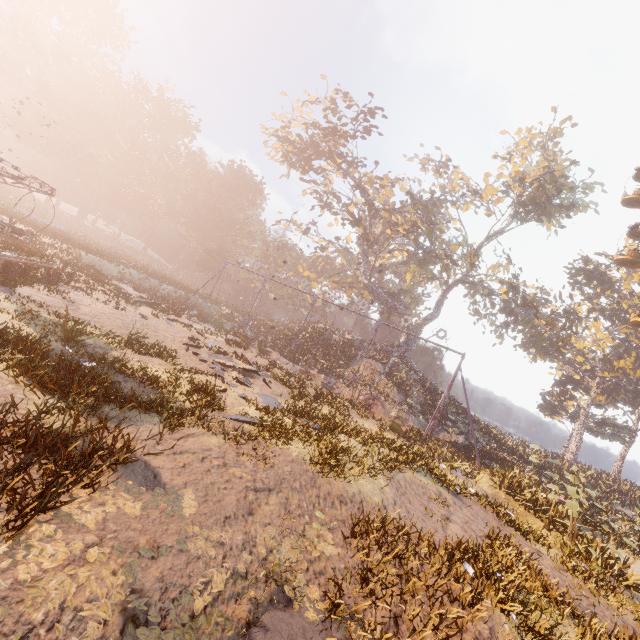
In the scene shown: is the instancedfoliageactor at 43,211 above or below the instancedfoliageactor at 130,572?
above

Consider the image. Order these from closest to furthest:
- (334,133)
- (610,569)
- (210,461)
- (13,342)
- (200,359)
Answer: →
1. (210,461)
2. (13,342)
3. (610,569)
4. (200,359)
5. (334,133)

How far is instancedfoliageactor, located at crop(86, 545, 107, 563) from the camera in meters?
3.5 m

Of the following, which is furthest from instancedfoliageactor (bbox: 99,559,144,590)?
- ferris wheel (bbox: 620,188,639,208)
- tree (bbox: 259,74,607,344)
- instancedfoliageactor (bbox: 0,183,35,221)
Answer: instancedfoliageactor (bbox: 0,183,35,221)

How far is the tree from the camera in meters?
29.8

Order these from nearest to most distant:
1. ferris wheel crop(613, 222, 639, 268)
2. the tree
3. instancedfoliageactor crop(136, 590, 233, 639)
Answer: instancedfoliageactor crop(136, 590, 233, 639), ferris wheel crop(613, 222, 639, 268), the tree

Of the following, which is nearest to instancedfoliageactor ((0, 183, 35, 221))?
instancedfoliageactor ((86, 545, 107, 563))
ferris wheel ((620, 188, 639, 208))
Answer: instancedfoliageactor ((86, 545, 107, 563))

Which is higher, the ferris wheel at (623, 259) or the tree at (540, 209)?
the tree at (540, 209)
